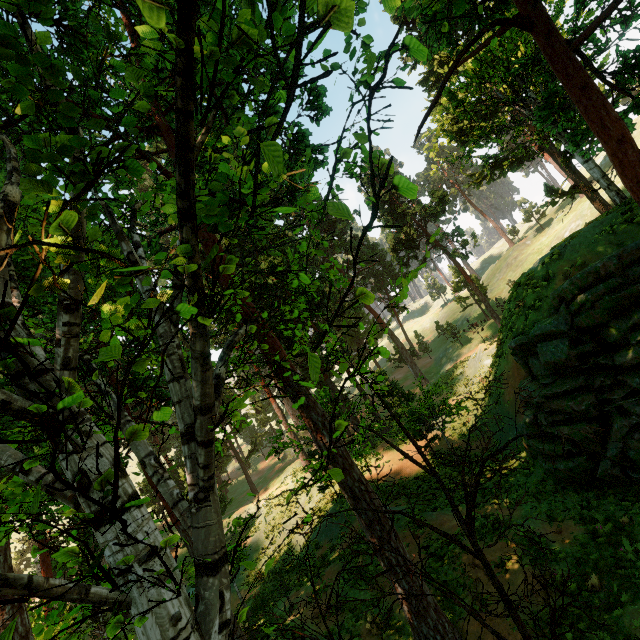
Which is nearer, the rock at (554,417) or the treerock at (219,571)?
the treerock at (219,571)

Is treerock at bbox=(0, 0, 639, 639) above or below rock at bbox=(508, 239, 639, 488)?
above

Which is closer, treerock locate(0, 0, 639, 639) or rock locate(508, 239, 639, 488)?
treerock locate(0, 0, 639, 639)

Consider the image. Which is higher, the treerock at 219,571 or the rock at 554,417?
the treerock at 219,571

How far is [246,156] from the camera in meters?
5.9
